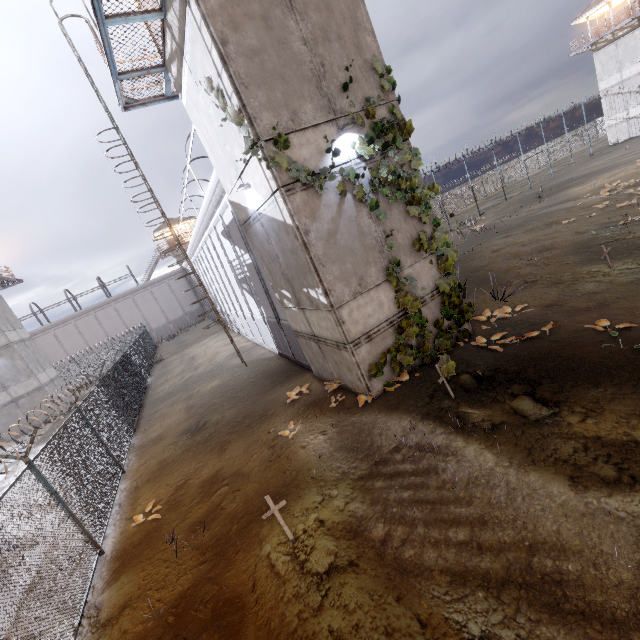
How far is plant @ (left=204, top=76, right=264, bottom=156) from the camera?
6.71m

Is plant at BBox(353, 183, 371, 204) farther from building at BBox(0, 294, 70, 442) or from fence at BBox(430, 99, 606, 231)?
building at BBox(0, 294, 70, 442)

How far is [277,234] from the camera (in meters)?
8.40

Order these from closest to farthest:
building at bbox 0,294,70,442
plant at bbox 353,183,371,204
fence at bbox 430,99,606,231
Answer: plant at bbox 353,183,371,204 < building at bbox 0,294,70,442 < fence at bbox 430,99,606,231

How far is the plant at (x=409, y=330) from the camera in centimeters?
779cm

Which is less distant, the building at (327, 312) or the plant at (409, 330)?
the building at (327, 312)

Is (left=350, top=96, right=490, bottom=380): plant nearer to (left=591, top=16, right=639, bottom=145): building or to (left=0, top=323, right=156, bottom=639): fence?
(left=0, top=323, right=156, bottom=639): fence

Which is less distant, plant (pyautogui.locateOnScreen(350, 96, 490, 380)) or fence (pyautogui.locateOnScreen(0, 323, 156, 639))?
fence (pyautogui.locateOnScreen(0, 323, 156, 639))
